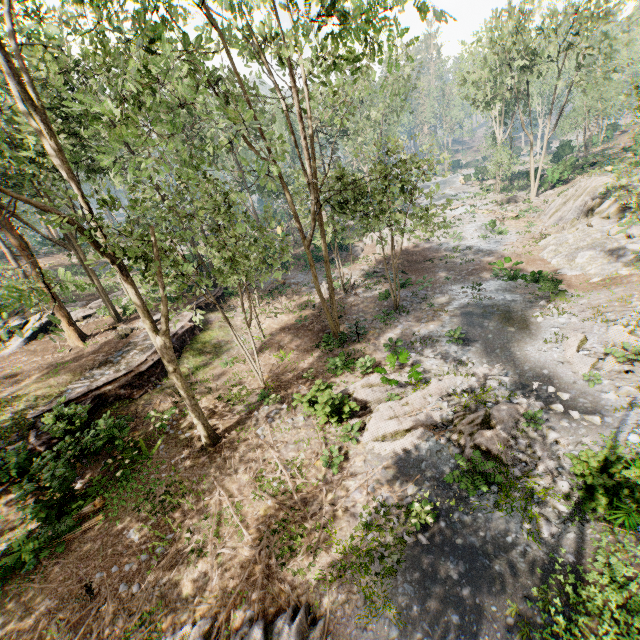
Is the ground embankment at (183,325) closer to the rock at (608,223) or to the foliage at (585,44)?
the foliage at (585,44)

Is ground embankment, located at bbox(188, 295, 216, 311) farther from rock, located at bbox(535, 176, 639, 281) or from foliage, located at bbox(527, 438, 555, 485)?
rock, located at bbox(535, 176, 639, 281)

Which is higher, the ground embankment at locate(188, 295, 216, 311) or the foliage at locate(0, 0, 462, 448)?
the foliage at locate(0, 0, 462, 448)

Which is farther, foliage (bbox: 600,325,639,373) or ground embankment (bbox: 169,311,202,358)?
ground embankment (bbox: 169,311,202,358)

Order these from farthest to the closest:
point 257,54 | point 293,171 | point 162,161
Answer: point 293,171
point 162,161
point 257,54

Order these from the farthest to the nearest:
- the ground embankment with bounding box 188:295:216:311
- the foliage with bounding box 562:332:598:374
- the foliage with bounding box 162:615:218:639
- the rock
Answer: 1. the ground embankment with bounding box 188:295:216:311
2. the rock
3. the foliage with bounding box 562:332:598:374
4. the foliage with bounding box 162:615:218:639

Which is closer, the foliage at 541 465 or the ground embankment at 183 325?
the foliage at 541 465
